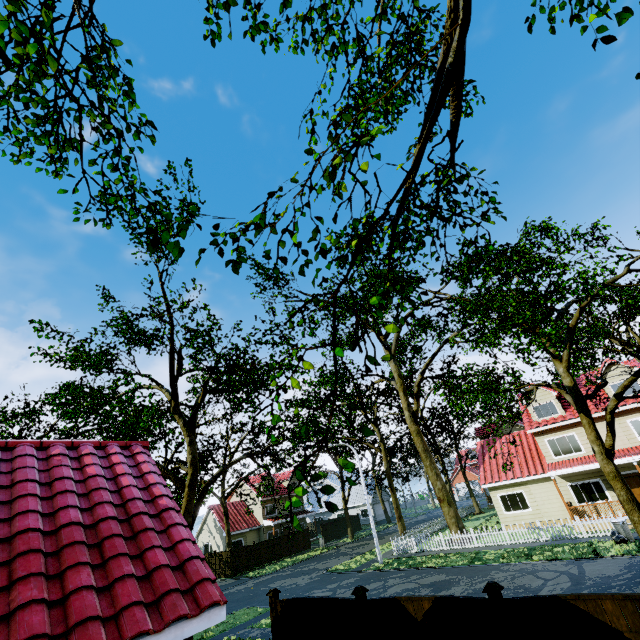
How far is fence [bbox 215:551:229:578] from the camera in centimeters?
3147cm

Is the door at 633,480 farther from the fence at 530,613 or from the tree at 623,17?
the tree at 623,17

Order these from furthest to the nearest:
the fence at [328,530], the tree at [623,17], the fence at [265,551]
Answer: the fence at [328,530] < the fence at [265,551] < the tree at [623,17]

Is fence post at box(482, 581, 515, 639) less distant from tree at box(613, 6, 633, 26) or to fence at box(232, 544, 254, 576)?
fence at box(232, 544, 254, 576)

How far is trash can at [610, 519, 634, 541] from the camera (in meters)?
16.31

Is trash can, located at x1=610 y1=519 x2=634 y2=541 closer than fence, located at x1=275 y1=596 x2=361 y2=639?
No

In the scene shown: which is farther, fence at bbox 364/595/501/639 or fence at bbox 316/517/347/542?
fence at bbox 316/517/347/542

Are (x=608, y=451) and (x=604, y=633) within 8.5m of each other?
yes
